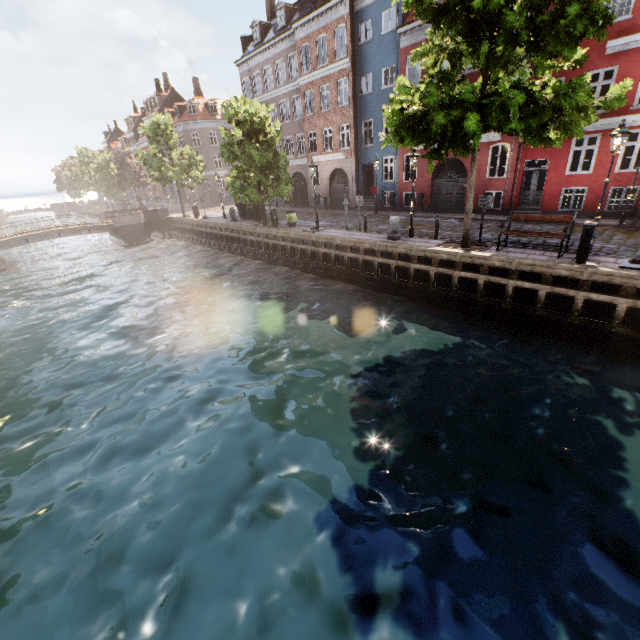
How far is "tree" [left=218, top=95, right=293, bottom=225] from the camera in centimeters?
1938cm

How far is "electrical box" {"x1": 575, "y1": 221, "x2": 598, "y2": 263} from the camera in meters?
9.6 m

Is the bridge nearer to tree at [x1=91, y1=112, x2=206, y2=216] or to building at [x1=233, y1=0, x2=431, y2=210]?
tree at [x1=91, y1=112, x2=206, y2=216]

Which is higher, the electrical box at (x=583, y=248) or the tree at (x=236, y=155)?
the tree at (x=236, y=155)

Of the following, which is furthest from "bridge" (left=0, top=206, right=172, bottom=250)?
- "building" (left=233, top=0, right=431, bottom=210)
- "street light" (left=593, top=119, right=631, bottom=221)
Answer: "building" (left=233, top=0, right=431, bottom=210)

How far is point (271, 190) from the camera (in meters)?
21.48

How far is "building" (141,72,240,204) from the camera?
45.1m

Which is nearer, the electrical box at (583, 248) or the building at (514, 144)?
the electrical box at (583, 248)
